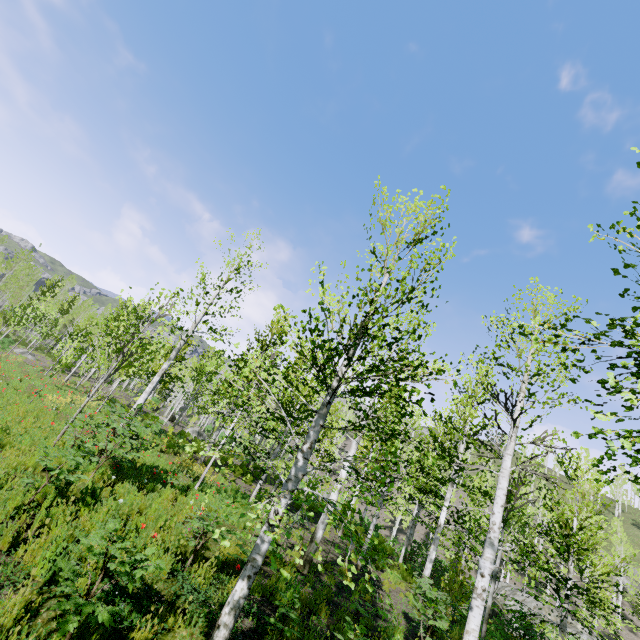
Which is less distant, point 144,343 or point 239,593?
point 239,593
